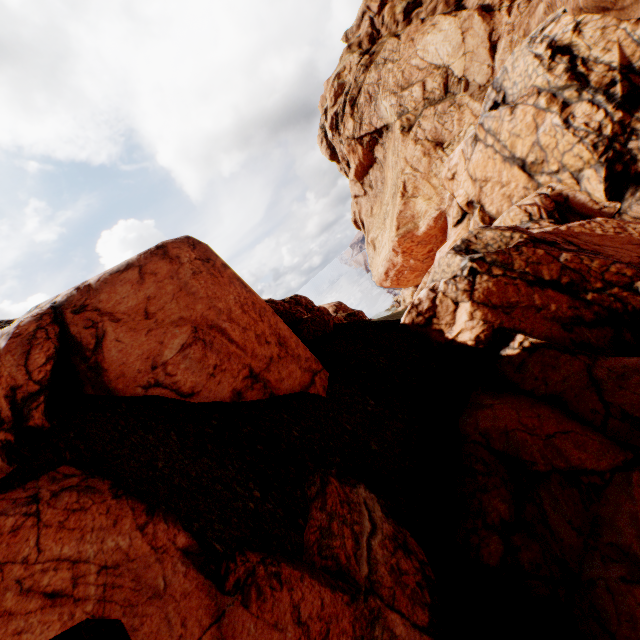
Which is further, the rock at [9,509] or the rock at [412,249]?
the rock at [412,249]

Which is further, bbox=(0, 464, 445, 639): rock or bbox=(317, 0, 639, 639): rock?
bbox=(317, 0, 639, 639): rock

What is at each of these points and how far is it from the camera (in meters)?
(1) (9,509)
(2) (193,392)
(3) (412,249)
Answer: (1) rock, 4.45
(2) rock, 6.32
(3) rock, 28.84
